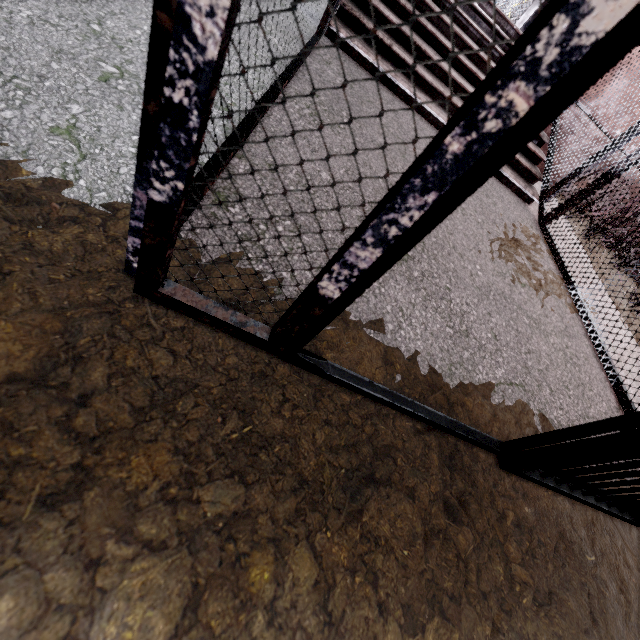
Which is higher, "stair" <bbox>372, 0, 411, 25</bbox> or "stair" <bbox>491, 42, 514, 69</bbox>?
"stair" <bbox>491, 42, 514, 69</bbox>

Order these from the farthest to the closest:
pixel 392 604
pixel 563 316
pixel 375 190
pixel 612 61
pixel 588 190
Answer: pixel 588 190 < pixel 563 316 < pixel 375 190 < pixel 392 604 < pixel 612 61

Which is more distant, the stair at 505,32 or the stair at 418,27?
the stair at 505,32

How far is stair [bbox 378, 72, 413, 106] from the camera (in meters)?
3.20

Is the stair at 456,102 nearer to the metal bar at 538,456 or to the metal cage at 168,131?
the metal cage at 168,131

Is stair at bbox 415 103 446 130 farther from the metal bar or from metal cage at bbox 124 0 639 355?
the metal bar
